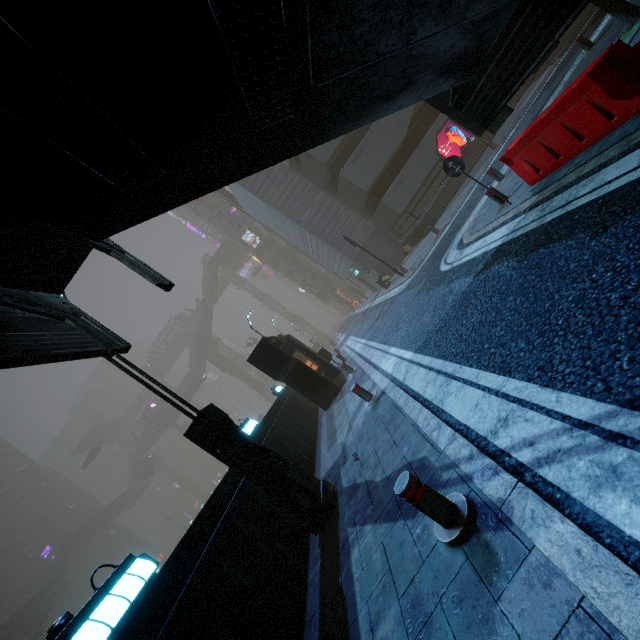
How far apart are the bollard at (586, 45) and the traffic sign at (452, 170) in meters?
7.3

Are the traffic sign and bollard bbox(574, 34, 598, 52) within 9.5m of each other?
yes

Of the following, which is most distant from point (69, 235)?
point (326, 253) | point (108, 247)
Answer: point (326, 253)

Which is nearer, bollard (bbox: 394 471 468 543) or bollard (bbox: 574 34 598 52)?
bollard (bbox: 394 471 468 543)

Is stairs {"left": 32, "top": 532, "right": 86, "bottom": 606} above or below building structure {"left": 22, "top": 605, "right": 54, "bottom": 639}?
above

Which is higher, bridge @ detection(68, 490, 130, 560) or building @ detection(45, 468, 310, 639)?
bridge @ detection(68, 490, 130, 560)

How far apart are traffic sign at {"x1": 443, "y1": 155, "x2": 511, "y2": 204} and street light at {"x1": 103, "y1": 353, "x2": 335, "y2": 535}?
7.2m

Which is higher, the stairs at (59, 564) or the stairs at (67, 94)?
the stairs at (59, 564)
